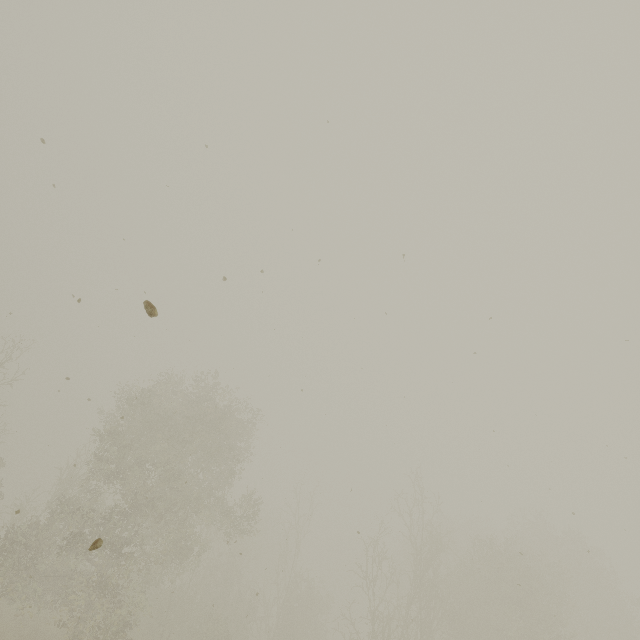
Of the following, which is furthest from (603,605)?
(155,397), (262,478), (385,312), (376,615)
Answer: (155,397)
